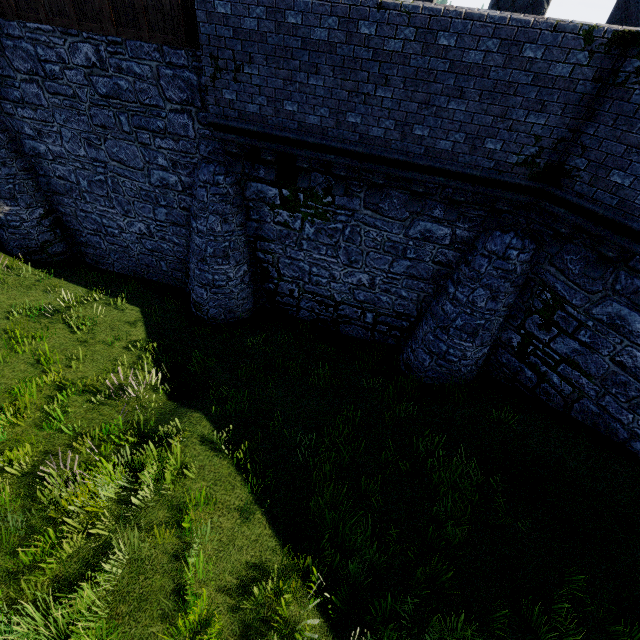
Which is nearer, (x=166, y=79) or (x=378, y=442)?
(x=378, y=442)
